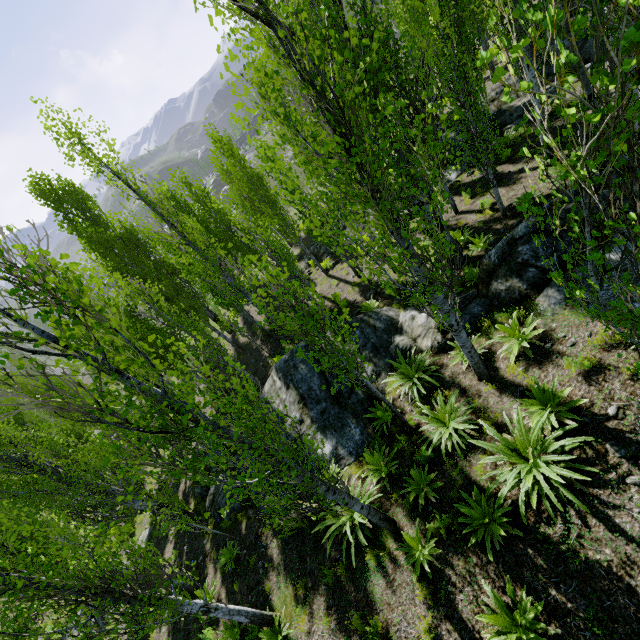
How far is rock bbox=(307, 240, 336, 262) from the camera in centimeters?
2098cm

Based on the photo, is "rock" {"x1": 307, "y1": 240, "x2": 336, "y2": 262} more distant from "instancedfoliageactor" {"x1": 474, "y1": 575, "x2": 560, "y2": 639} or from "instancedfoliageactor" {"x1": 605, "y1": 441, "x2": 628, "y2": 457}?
"instancedfoliageactor" {"x1": 474, "y1": 575, "x2": 560, "y2": 639}

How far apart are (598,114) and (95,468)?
14.0m

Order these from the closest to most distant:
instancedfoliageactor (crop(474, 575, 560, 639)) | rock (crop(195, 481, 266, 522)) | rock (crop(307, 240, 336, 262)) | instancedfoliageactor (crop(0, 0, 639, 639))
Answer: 1. instancedfoliageactor (crop(0, 0, 639, 639))
2. instancedfoliageactor (crop(474, 575, 560, 639))
3. rock (crop(195, 481, 266, 522))
4. rock (crop(307, 240, 336, 262))

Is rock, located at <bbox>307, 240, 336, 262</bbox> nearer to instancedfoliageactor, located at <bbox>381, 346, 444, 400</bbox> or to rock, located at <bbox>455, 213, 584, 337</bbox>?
instancedfoliageactor, located at <bbox>381, 346, 444, 400</bbox>

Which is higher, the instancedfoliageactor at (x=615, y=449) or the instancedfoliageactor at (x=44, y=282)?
the instancedfoliageactor at (x=44, y=282)

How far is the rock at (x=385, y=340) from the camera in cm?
927
